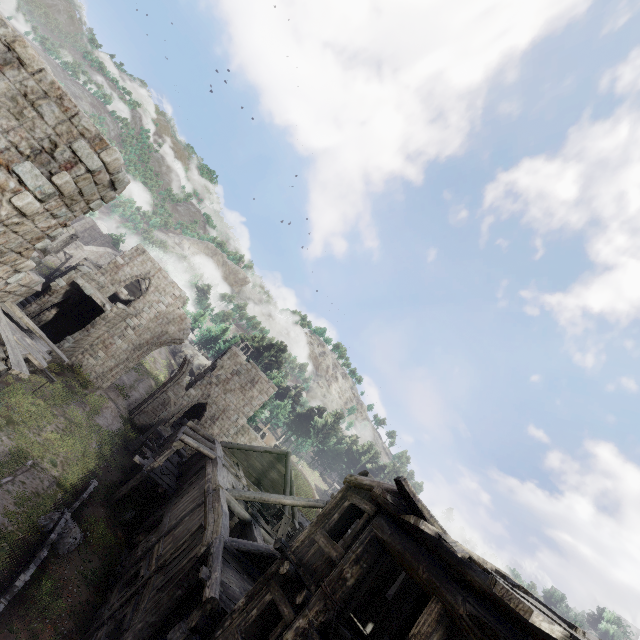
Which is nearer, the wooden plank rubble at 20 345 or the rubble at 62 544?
the wooden plank rubble at 20 345

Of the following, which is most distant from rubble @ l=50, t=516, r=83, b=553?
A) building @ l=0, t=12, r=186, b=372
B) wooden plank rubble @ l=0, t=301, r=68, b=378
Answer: wooden plank rubble @ l=0, t=301, r=68, b=378

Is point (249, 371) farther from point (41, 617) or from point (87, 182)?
point (87, 182)

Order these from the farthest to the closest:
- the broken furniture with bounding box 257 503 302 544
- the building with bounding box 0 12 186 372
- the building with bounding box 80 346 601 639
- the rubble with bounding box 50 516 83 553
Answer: the broken furniture with bounding box 257 503 302 544 → the rubble with bounding box 50 516 83 553 → the building with bounding box 0 12 186 372 → the building with bounding box 80 346 601 639

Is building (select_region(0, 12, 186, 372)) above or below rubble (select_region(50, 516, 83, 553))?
above

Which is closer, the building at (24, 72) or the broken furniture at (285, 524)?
the building at (24, 72)

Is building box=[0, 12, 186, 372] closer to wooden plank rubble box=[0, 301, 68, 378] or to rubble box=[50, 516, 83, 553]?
wooden plank rubble box=[0, 301, 68, 378]
